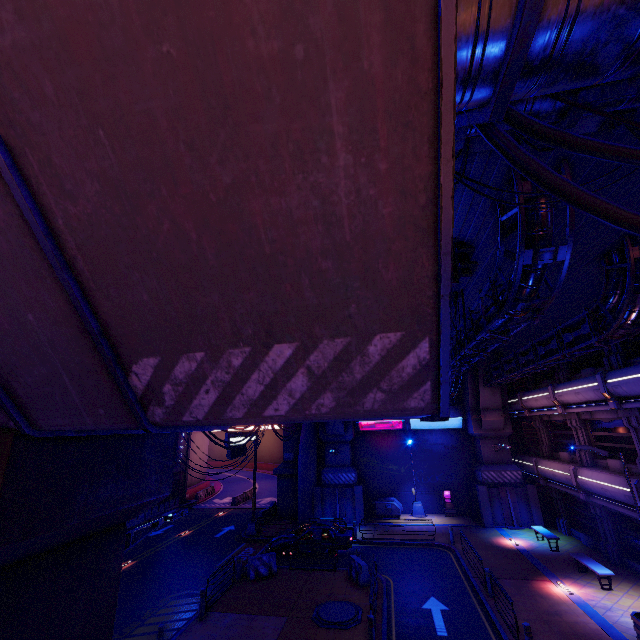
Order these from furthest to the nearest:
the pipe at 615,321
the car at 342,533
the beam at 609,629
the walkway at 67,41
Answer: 1. the car at 342,533
2. the beam at 609,629
3. the pipe at 615,321
4. the walkway at 67,41

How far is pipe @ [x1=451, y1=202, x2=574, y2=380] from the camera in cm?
709

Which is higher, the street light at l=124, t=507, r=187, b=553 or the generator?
the street light at l=124, t=507, r=187, b=553

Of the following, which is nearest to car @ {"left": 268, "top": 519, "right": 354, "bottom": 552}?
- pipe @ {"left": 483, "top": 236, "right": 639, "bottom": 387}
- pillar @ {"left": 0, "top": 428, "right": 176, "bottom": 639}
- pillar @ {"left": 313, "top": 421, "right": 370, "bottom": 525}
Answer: pillar @ {"left": 313, "top": 421, "right": 370, "bottom": 525}

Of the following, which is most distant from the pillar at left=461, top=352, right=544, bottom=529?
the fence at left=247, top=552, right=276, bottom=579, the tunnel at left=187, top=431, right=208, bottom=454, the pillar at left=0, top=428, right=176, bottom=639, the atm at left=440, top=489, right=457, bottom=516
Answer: the pillar at left=0, top=428, right=176, bottom=639

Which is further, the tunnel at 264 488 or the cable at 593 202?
the tunnel at 264 488

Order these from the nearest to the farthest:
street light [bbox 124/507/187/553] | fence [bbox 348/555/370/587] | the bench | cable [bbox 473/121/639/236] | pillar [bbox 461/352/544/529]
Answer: cable [bbox 473/121/639/236]
street light [bbox 124/507/187/553]
the bench
fence [bbox 348/555/370/587]
pillar [bbox 461/352/544/529]

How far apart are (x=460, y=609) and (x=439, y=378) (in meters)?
17.01
